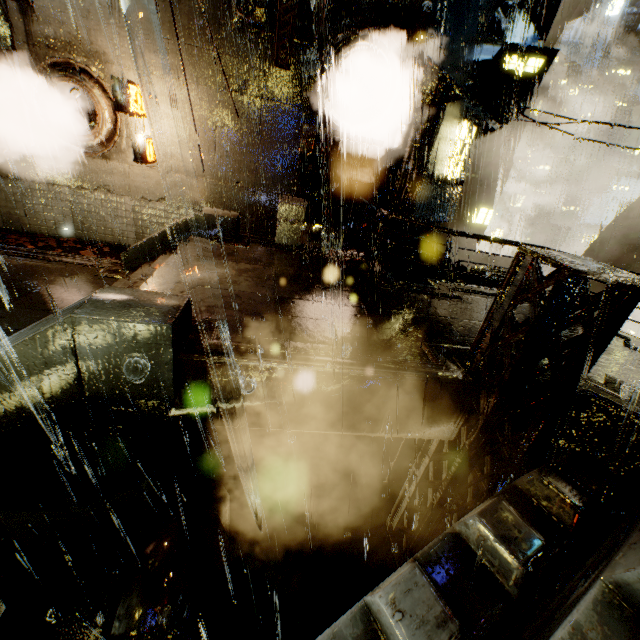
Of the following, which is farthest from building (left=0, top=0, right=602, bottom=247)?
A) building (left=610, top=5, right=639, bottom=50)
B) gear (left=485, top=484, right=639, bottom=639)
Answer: building (left=610, top=5, right=639, bottom=50)

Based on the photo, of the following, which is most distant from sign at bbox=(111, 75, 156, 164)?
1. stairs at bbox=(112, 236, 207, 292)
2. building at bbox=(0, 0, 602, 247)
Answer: stairs at bbox=(112, 236, 207, 292)

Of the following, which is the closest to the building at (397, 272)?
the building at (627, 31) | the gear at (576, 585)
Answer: the gear at (576, 585)

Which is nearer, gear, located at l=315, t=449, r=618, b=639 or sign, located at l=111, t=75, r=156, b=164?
gear, located at l=315, t=449, r=618, b=639

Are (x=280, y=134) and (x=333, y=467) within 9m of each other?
no

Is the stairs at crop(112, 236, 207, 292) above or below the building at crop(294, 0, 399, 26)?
below

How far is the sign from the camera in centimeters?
870cm

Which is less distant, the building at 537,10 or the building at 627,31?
the building at 537,10
